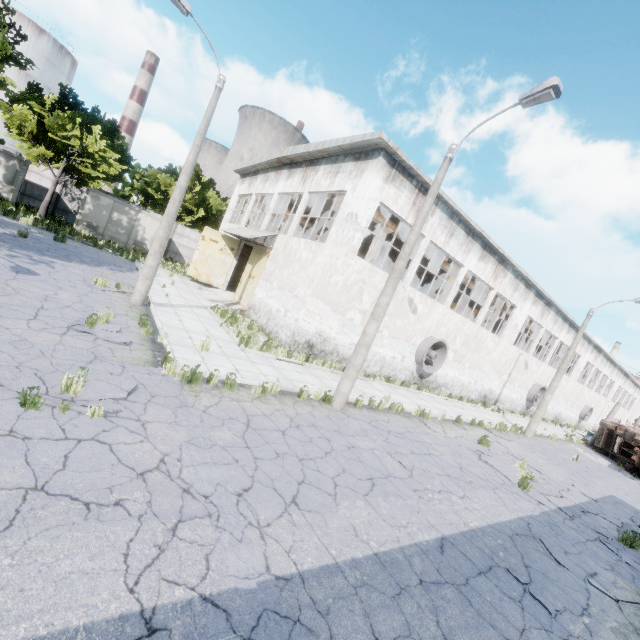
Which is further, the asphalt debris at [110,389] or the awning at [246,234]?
the awning at [246,234]

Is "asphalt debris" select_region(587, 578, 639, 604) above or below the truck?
below

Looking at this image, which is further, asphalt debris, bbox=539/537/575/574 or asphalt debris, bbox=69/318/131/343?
asphalt debris, bbox=69/318/131/343

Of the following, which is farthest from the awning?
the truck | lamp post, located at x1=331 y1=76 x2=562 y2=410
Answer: the truck

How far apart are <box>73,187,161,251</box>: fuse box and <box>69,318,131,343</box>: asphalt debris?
19.8 meters

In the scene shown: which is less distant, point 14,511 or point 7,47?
point 14,511

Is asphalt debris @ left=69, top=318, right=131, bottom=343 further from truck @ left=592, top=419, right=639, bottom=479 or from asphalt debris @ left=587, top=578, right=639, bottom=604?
truck @ left=592, top=419, right=639, bottom=479

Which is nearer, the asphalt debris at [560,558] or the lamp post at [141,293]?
the asphalt debris at [560,558]
